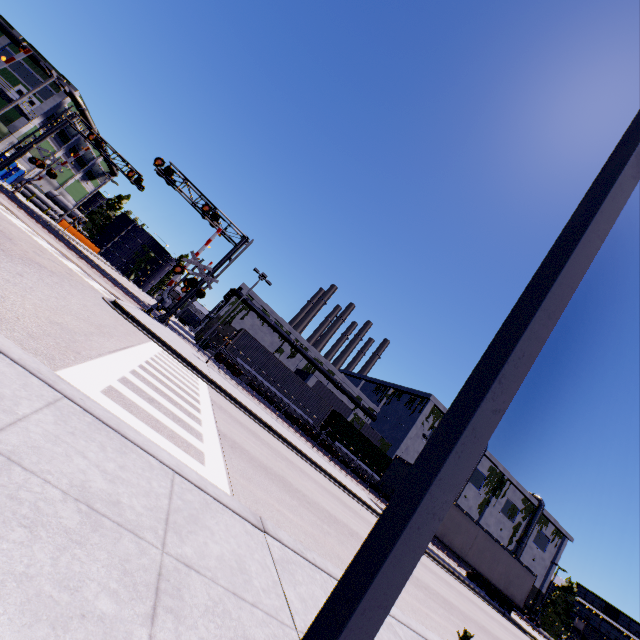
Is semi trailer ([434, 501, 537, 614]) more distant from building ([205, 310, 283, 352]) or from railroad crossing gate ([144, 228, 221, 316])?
railroad crossing gate ([144, 228, 221, 316])

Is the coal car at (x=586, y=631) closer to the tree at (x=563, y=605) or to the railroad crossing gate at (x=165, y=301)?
the tree at (x=563, y=605)

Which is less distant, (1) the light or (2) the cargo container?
(1) the light

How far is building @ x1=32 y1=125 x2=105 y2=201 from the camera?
46.9 meters

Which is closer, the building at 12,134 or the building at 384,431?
the building at 12,134

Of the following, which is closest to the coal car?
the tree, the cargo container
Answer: the tree

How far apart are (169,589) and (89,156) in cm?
7226

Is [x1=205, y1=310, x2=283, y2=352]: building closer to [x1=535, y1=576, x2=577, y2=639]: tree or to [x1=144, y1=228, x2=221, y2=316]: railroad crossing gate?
[x1=535, y1=576, x2=577, y2=639]: tree
